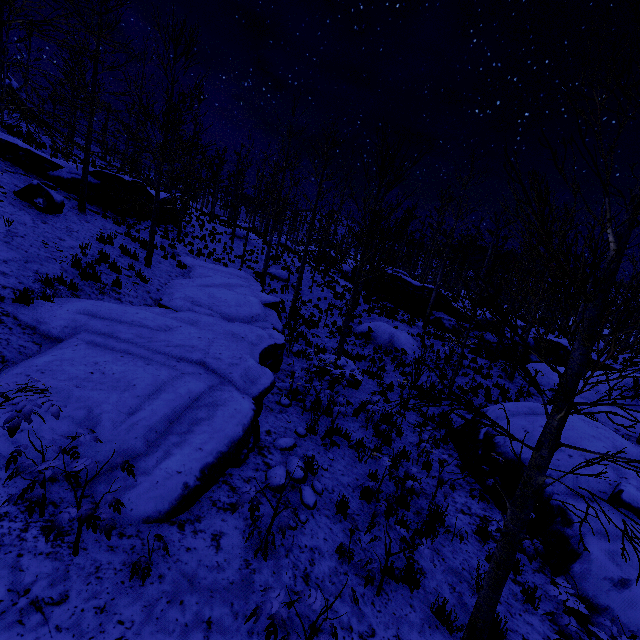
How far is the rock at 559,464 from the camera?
6.77m

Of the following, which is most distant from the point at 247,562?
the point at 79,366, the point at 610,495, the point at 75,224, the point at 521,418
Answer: the point at 75,224

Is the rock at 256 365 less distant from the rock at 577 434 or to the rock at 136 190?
the rock at 136 190

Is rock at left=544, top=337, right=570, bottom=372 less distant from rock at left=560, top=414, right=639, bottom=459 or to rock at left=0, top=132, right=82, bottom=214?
rock at left=560, top=414, right=639, bottom=459

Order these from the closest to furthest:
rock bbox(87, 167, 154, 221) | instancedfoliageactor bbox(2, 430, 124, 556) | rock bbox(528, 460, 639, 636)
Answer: instancedfoliageactor bbox(2, 430, 124, 556) → rock bbox(528, 460, 639, 636) → rock bbox(87, 167, 154, 221)

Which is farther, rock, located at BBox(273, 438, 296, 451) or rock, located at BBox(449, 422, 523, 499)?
rock, located at BBox(449, 422, 523, 499)

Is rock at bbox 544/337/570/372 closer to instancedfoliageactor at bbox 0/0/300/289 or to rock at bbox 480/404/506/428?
rock at bbox 480/404/506/428

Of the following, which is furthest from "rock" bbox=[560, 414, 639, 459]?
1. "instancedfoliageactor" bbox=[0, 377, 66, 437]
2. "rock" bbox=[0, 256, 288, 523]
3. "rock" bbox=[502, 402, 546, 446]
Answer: "instancedfoliageactor" bbox=[0, 377, 66, 437]
